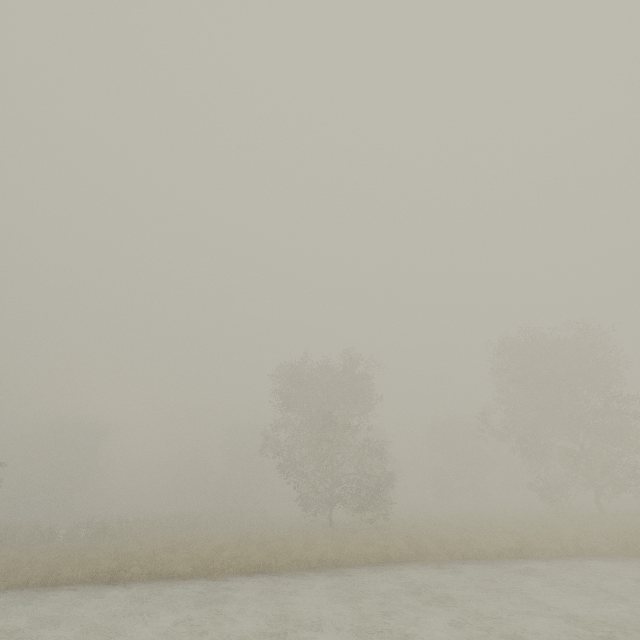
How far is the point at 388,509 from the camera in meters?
43.7
